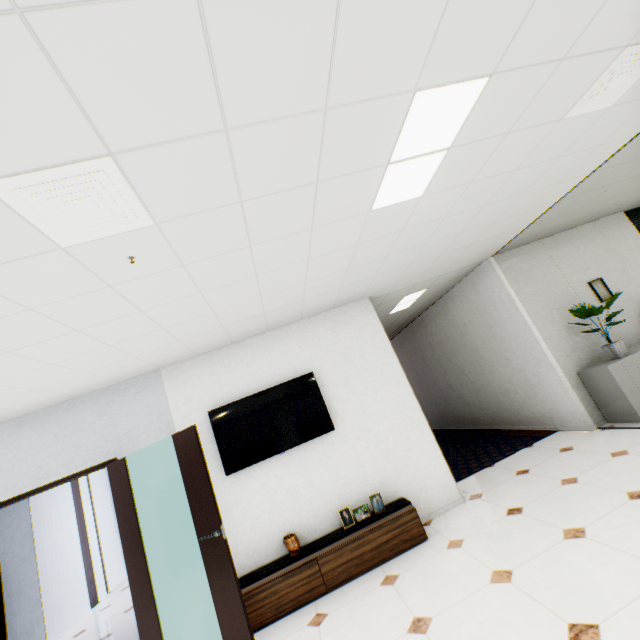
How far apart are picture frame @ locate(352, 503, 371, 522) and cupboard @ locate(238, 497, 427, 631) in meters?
0.0 m

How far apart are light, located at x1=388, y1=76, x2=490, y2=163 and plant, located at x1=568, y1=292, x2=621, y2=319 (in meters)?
3.73

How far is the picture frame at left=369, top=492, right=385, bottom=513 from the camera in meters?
3.8

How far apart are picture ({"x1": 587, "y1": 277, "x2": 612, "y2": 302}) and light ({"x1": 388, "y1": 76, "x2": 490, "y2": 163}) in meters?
4.7 m

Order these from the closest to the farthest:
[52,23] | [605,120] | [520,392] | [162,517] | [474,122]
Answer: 1. [52,23]
2. [474,122]
3. [605,120]
4. [162,517]
5. [520,392]

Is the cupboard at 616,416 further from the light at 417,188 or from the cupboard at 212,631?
the light at 417,188

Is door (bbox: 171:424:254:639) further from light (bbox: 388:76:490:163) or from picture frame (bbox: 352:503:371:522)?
light (bbox: 388:76:490:163)

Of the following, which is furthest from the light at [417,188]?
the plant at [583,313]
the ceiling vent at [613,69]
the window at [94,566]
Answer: the window at [94,566]
